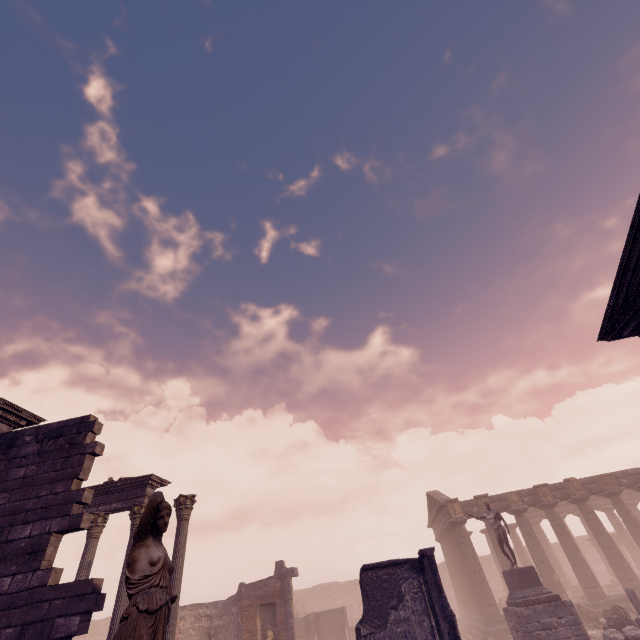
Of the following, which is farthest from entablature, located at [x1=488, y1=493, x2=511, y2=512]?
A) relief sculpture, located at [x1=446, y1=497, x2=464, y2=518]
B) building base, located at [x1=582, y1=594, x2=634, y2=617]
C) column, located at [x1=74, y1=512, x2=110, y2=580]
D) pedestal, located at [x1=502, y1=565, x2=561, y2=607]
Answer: column, located at [x1=74, y1=512, x2=110, y2=580]

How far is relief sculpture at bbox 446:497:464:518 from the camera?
23.44m

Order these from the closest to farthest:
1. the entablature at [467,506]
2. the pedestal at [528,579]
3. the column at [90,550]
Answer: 1. the column at [90,550]
2. the pedestal at [528,579]
3. the entablature at [467,506]

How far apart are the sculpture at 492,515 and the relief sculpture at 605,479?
13.1m

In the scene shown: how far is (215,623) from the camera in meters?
17.3 m

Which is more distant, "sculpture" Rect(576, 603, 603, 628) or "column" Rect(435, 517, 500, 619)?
"column" Rect(435, 517, 500, 619)

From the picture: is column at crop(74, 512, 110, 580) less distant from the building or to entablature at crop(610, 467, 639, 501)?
the building

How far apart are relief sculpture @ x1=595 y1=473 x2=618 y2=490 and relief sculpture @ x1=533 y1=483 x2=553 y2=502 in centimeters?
333cm
